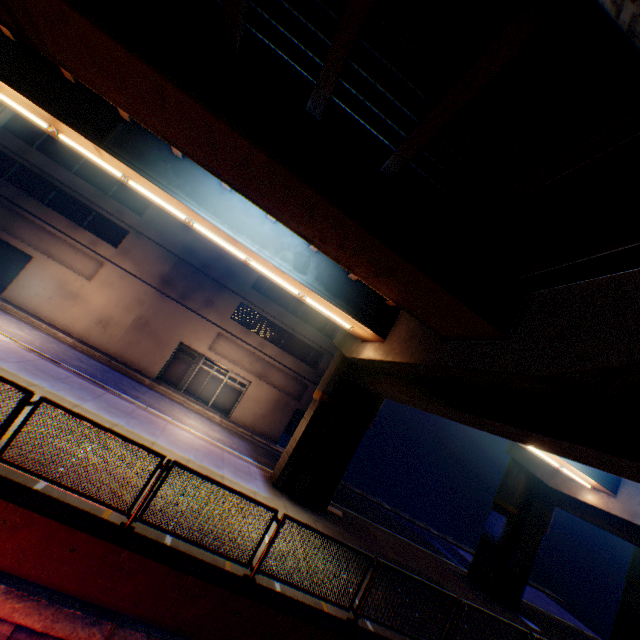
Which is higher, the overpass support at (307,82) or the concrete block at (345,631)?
the overpass support at (307,82)

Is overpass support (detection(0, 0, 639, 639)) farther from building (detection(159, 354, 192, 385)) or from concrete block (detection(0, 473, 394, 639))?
building (detection(159, 354, 192, 385))

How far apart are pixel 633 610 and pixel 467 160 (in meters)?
34.20

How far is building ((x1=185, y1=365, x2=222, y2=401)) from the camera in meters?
26.8 m

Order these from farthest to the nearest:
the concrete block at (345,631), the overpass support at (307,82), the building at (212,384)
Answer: the building at (212,384) < the concrete block at (345,631) < the overpass support at (307,82)

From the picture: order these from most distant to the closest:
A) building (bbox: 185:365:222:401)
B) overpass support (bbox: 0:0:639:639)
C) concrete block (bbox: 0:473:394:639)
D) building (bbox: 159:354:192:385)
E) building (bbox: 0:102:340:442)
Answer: building (bbox: 185:365:222:401), building (bbox: 159:354:192:385), building (bbox: 0:102:340:442), concrete block (bbox: 0:473:394:639), overpass support (bbox: 0:0:639:639)
